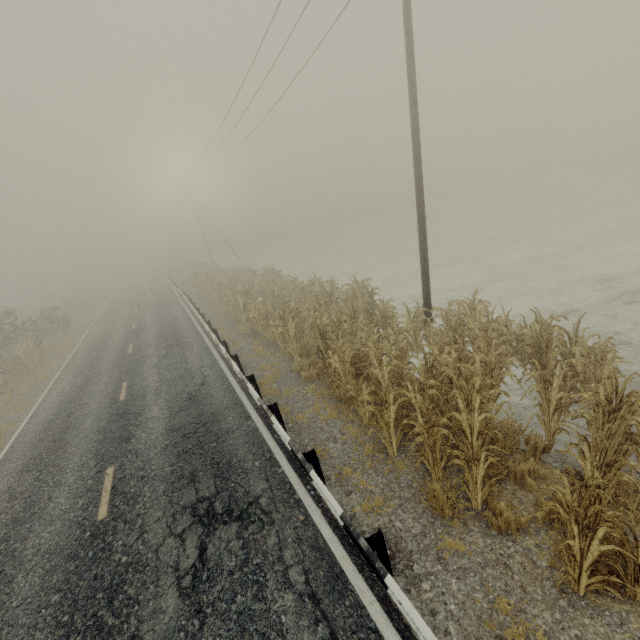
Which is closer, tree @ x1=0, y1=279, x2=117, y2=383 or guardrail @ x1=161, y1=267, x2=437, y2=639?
guardrail @ x1=161, y1=267, x2=437, y2=639

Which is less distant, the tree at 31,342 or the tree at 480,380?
the tree at 480,380

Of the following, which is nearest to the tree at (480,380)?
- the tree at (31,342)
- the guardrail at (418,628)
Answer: the guardrail at (418,628)

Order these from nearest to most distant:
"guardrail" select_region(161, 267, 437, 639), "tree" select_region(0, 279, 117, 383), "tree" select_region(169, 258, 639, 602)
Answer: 1. "guardrail" select_region(161, 267, 437, 639)
2. "tree" select_region(169, 258, 639, 602)
3. "tree" select_region(0, 279, 117, 383)

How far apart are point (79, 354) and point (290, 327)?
15.7m

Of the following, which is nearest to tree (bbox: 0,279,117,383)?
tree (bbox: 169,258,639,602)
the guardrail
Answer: the guardrail
